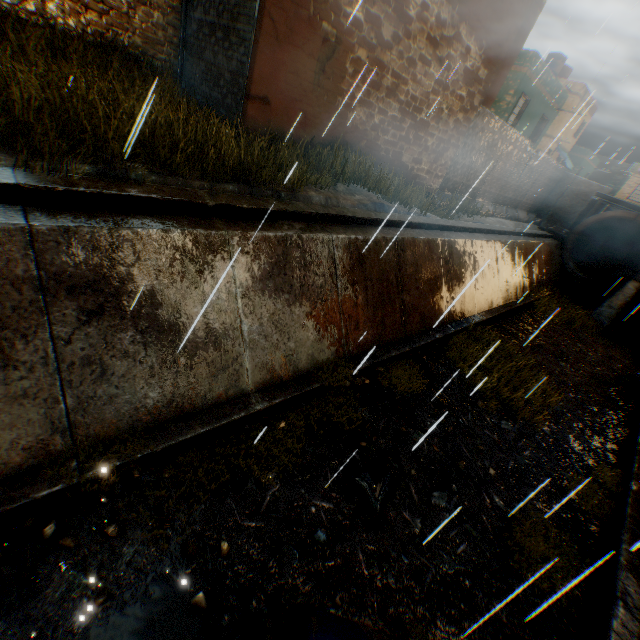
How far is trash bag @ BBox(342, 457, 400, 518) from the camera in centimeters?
451cm

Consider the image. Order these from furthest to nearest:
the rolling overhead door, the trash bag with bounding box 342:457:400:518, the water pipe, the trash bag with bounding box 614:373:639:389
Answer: the water pipe, the trash bag with bounding box 614:373:639:389, the rolling overhead door, the trash bag with bounding box 342:457:400:518

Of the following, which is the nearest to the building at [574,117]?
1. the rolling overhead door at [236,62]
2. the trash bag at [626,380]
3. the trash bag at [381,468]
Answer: the rolling overhead door at [236,62]

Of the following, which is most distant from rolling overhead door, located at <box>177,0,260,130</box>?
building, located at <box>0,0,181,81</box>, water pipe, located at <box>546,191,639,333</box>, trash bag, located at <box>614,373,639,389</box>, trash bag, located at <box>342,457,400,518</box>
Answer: Answer: trash bag, located at <box>614,373,639,389</box>

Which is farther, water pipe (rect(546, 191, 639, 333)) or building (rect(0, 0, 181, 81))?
water pipe (rect(546, 191, 639, 333))

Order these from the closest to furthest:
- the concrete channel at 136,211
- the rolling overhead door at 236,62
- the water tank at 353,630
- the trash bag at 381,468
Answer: the water tank at 353,630, the concrete channel at 136,211, the trash bag at 381,468, the rolling overhead door at 236,62

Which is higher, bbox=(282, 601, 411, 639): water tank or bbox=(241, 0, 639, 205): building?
bbox=(241, 0, 639, 205): building

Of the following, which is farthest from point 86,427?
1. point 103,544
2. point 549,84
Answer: point 549,84
